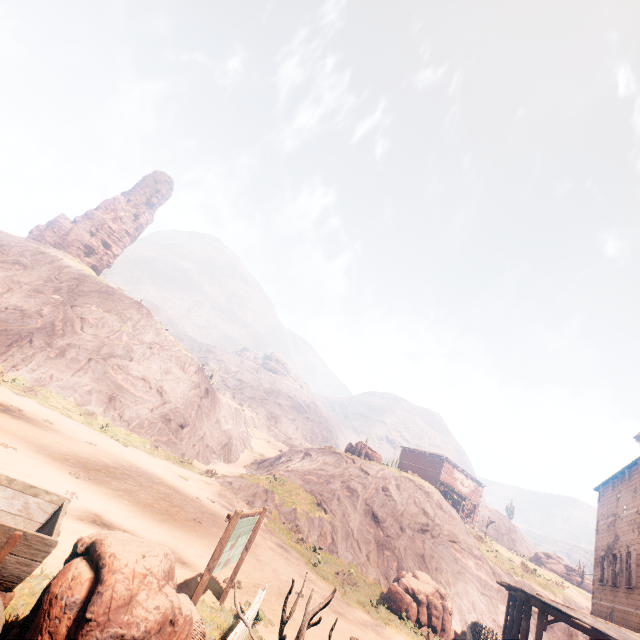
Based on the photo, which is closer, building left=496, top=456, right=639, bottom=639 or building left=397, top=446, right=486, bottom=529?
building left=496, top=456, right=639, bottom=639

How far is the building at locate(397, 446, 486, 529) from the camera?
42.8m

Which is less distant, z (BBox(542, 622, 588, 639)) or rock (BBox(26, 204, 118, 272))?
z (BBox(542, 622, 588, 639))

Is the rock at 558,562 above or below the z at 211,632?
above

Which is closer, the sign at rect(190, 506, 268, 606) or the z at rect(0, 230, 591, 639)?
the sign at rect(190, 506, 268, 606)

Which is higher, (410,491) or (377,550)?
(410,491)

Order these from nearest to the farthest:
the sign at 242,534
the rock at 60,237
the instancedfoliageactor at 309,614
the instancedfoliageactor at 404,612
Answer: the instancedfoliageactor at 309,614 → the sign at 242,534 → the instancedfoliageactor at 404,612 → the rock at 60,237

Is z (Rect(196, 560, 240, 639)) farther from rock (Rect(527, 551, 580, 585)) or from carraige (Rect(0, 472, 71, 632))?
rock (Rect(527, 551, 580, 585))
